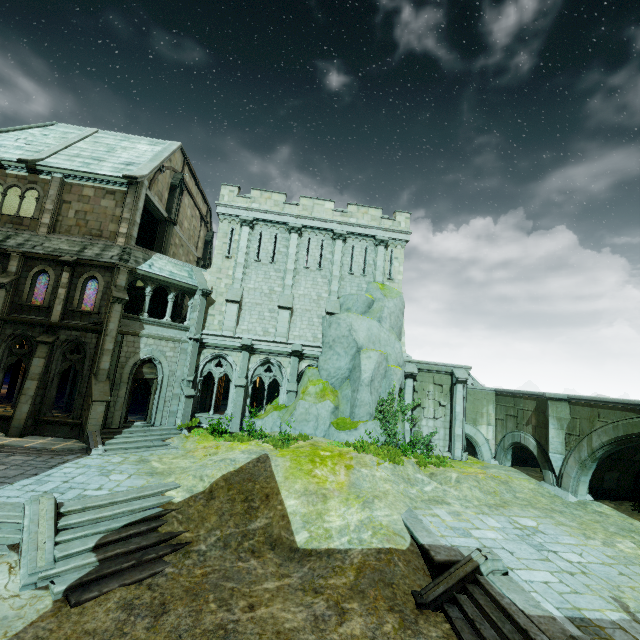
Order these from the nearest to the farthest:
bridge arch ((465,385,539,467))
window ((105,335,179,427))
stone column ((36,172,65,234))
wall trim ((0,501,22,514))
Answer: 1. wall trim ((0,501,22,514))
2. window ((105,335,179,427))
3. stone column ((36,172,65,234))
4. bridge arch ((465,385,539,467))

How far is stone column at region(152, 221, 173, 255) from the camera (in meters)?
22.89

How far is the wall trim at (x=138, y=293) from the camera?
32.2 meters

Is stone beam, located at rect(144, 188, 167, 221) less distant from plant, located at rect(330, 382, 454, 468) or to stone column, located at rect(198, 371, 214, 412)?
stone column, located at rect(198, 371, 214, 412)

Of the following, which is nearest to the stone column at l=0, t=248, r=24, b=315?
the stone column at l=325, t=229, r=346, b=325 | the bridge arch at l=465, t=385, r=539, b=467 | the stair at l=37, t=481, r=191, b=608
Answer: the stair at l=37, t=481, r=191, b=608

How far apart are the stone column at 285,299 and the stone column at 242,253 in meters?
2.2

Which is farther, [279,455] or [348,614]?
[279,455]

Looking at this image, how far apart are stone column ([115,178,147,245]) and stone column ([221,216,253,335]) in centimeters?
568cm
